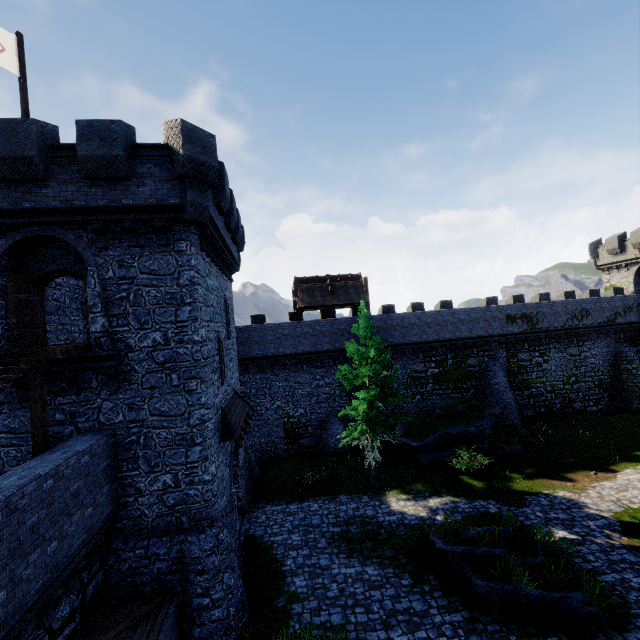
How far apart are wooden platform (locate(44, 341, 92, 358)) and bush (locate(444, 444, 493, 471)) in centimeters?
1892cm

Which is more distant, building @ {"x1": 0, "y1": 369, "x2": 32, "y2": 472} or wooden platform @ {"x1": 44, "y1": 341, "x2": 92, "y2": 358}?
building @ {"x1": 0, "y1": 369, "x2": 32, "y2": 472}

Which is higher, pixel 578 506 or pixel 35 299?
pixel 35 299

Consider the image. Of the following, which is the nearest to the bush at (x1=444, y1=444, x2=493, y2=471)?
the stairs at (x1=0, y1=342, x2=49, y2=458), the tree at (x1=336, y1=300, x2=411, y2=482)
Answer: the tree at (x1=336, y1=300, x2=411, y2=482)

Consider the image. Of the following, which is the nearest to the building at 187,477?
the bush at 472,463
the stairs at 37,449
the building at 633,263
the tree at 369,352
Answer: the stairs at 37,449

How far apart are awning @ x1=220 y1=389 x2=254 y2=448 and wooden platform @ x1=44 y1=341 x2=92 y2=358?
5.23m

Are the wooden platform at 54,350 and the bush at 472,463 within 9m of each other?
no

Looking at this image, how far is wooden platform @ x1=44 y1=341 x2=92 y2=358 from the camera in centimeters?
911cm
